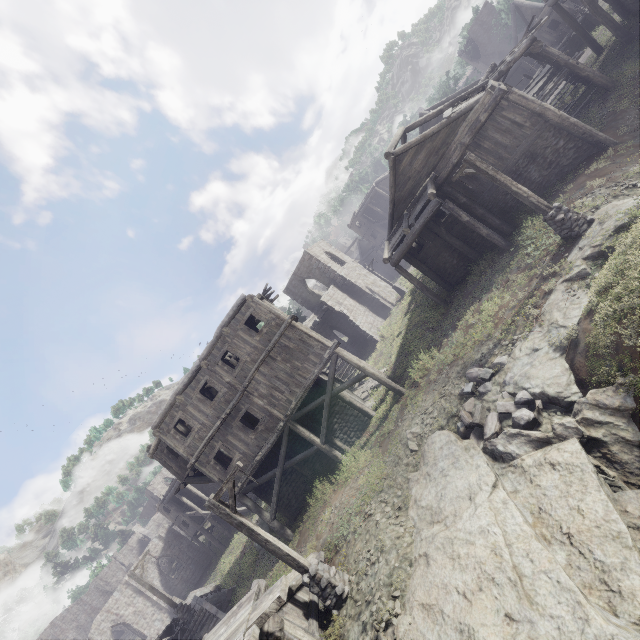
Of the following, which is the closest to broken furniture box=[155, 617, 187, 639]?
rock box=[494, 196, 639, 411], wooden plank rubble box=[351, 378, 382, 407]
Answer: wooden plank rubble box=[351, 378, 382, 407]

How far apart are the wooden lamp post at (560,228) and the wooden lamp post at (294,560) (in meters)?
12.77

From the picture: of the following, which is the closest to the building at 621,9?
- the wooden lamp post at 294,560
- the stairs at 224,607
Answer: the wooden lamp post at 294,560

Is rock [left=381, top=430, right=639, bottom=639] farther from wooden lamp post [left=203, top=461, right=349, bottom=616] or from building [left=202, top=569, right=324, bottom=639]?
wooden lamp post [left=203, top=461, right=349, bottom=616]

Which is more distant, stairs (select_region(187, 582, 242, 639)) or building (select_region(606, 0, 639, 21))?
building (select_region(606, 0, 639, 21))

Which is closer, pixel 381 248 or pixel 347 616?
pixel 347 616

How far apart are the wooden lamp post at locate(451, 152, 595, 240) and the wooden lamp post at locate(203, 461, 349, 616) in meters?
12.8 m

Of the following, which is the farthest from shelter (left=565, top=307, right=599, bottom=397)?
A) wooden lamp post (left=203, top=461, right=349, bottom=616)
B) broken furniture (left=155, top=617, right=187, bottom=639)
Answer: broken furniture (left=155, top=617, right=187, bottom=639)
